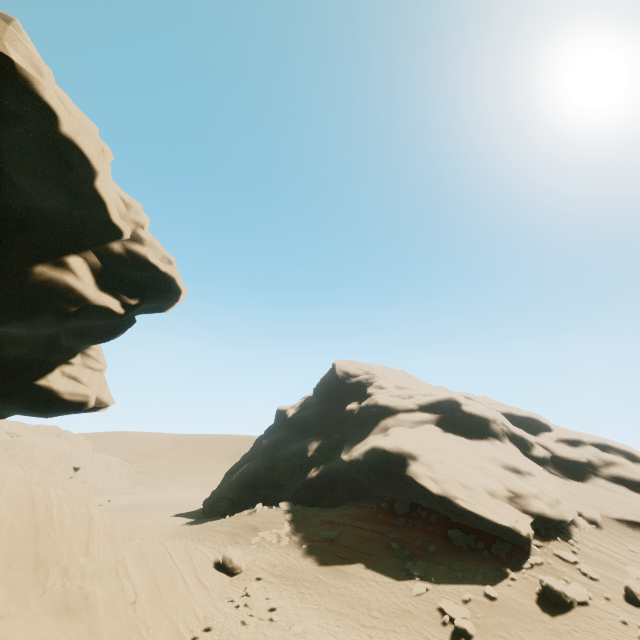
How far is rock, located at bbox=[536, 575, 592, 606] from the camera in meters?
15.5 m

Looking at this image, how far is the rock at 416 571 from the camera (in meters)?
18.09

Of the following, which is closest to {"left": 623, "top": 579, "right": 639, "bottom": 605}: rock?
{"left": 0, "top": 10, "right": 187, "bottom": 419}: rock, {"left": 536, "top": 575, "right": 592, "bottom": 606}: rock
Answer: {"left": 536, "top": 575, "right": 592, "bottom": 606}: rock

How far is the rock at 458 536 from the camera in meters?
20.0 m

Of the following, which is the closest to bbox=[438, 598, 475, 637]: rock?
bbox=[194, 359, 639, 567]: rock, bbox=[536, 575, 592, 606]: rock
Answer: bbox=[536, 575, 592, 606]: rock

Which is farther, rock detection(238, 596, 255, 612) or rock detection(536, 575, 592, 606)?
rock detection(238, 596, 255, 612)

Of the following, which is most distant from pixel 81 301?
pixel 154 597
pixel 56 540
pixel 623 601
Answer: pixel 623 601

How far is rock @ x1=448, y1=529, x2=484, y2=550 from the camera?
20.0 meters
